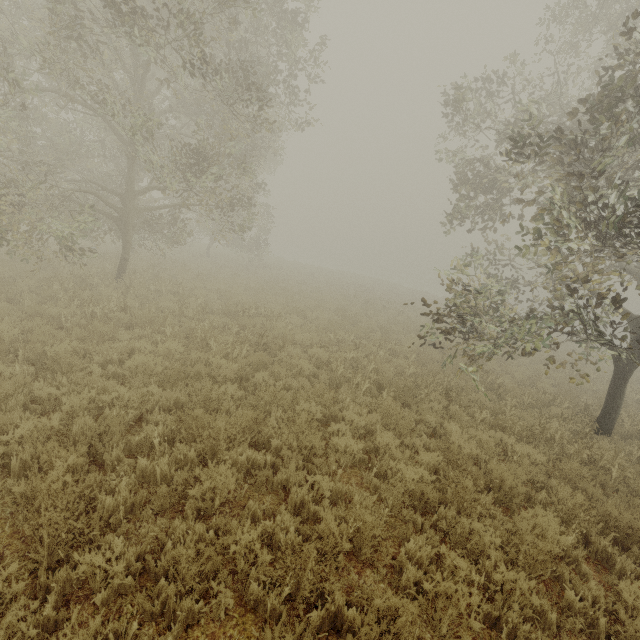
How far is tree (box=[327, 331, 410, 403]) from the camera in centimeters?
802cm

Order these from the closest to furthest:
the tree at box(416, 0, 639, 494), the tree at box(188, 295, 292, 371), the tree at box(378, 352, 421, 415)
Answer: the tree at box(416, 0, 639, 494) < the tree at box(378, 352, 421, 415) < the tree at box(188, 295, 292, 371)

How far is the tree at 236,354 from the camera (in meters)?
7.80

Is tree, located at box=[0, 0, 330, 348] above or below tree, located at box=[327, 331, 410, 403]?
above

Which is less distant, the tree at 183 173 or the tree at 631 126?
the tree at 631 126

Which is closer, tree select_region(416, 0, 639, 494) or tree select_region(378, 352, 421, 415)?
tree select_region(416, 0, 639, 494)

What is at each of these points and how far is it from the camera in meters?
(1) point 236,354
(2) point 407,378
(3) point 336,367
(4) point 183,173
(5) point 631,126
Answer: (1) tree, 7.9 m
(2) tree, 8.8 m
(3) tree, 8.8 m
(4) tree, 10.4 m
(5) tree, 4.5 m
